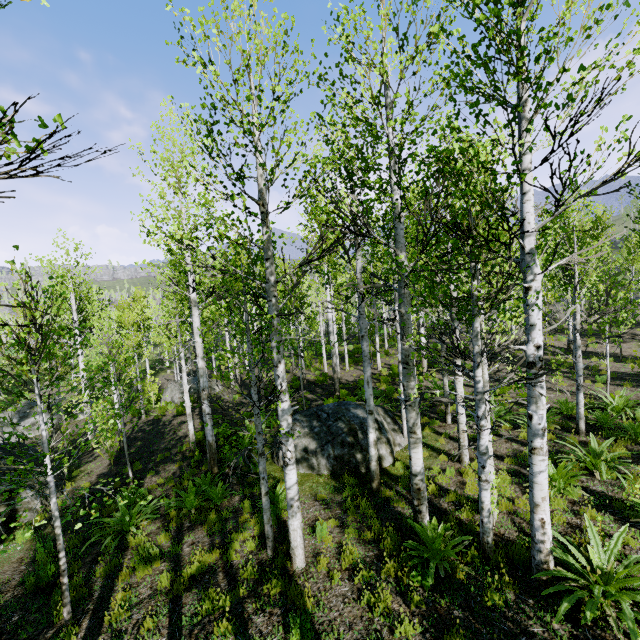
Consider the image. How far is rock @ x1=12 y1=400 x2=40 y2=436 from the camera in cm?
2213

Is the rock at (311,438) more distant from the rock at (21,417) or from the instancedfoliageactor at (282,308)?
the instancedfoliageactor at (282,308)

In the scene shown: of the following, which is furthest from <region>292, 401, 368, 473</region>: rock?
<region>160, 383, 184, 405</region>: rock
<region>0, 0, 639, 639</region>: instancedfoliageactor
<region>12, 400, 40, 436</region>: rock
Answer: <region>0, 0, 639, 639</region>: instancedfoliageactor

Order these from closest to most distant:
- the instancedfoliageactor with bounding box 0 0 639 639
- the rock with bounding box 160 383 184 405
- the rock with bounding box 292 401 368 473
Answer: the instancedfoliageactor with bounding box 0 0 639 639 < the rock with bounding box 292 401 368 473 < the rock with bounding box 160 383 184 405

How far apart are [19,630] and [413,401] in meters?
7.9 m

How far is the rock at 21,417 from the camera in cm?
2213

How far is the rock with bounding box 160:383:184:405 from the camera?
21.9 meters

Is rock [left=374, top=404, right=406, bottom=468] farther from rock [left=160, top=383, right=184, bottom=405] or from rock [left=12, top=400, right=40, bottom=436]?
rock [left=12, top=400, right=40, bottom=436]
